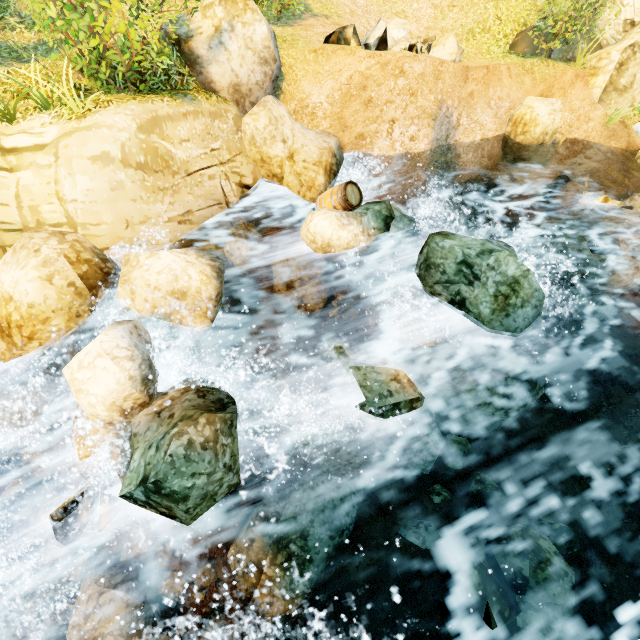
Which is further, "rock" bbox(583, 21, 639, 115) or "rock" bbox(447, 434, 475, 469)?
"rock" bbox(583, 21, 639, 115)

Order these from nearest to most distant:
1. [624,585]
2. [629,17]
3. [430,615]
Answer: [430,615], [624,585], [629,17]

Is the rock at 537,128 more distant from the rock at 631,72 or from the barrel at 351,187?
the barrel at 351,187

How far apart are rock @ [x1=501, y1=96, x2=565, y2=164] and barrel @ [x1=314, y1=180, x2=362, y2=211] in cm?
691

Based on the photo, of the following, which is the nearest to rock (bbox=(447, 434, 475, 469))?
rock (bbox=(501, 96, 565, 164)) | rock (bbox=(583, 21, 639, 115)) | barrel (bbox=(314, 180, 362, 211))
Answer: barrel (bbox=(314, 180, 362, 211))

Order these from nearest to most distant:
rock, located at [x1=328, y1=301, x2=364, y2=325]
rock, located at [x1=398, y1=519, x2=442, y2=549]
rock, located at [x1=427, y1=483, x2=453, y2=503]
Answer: rock, located at [x1=398, y1=519, x2=442, y2=549] → rock, located at [x1=427, y1=483, x2=453, y2=503] → rock, located at [x1=328, y1=301, x2=364, y2=325]

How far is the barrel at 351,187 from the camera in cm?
732

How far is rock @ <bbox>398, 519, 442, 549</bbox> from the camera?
4.73m
